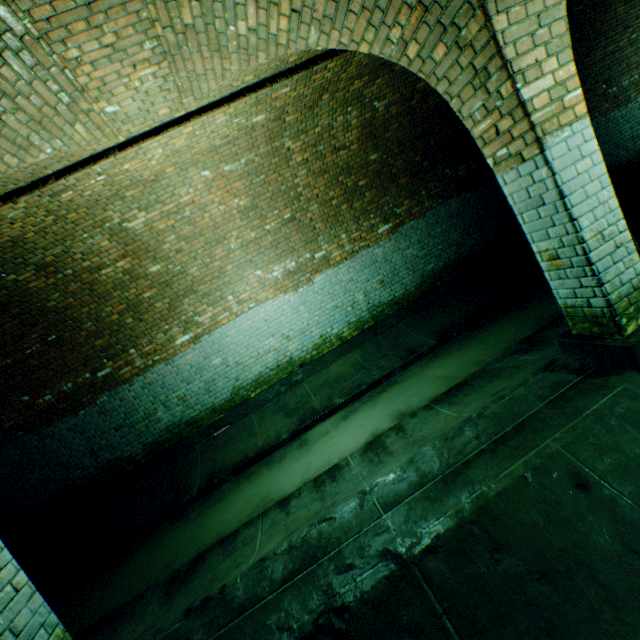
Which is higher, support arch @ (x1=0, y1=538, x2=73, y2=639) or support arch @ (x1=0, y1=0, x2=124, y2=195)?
support arch @ (x1=0, y1=0, x2=124, y2=195)

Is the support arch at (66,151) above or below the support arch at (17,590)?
above

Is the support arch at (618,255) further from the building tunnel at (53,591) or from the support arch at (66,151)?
the support arch at (66,151)

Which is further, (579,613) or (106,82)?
(106,82)

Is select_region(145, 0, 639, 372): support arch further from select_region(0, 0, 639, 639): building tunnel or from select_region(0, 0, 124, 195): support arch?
select_region(0, 0, 124, 195): support arch

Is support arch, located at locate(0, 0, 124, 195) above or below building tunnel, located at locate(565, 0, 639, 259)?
above

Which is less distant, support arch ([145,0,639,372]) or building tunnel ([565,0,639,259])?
support arch ([145,0,639,372])
